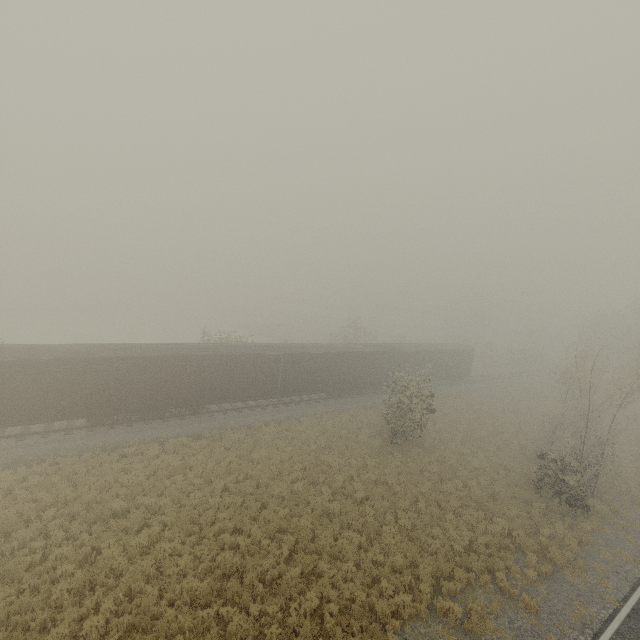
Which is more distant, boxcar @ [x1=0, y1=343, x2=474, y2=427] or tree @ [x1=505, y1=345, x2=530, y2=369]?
tree @ [x1=505, y1=345, x2=530, y2=369]

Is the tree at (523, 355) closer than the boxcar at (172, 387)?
No

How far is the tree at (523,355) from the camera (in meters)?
54.87

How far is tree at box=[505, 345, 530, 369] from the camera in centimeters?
5487cm

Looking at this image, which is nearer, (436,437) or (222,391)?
(222,391)
